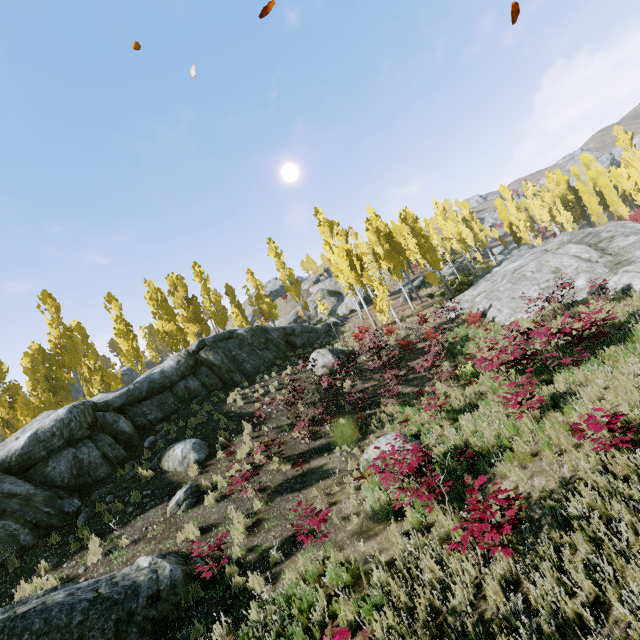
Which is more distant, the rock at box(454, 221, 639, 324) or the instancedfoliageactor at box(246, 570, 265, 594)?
the rock at box(454, 221, 639, 324)

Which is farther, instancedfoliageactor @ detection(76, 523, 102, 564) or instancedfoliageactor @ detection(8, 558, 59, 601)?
instancedfoliageactor @ detection(76, 523, 102, 564)

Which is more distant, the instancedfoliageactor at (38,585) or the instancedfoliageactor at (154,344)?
the instancedfoliageactor at (154,344)

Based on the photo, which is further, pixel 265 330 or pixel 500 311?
pixel 265 330

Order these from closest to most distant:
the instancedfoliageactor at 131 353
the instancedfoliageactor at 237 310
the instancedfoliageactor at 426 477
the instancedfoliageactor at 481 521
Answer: the instancedfoliageactor at 481 521 → the instancedfoliageactor at 426 477 → the instancedfoliageactor at 131 353 → the instancedfoliageactor at 237 310

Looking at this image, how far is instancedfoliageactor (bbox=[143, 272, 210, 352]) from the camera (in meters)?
26.83

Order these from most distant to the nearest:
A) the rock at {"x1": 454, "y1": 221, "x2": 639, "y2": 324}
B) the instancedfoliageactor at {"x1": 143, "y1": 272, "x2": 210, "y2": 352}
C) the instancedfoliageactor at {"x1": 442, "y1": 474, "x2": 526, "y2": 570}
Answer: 1. the instancedfoliageactor at {"x1": 143, "y1": 272, "x2": 210, "y2": 352}
2. the rock at {"x1": 454, "y1": 221, "x2": 639, "y2": 324}
3. the instancedfoliageactor at {"x1": 442, "y1": 474, "x2": 526, "y2": 570}
